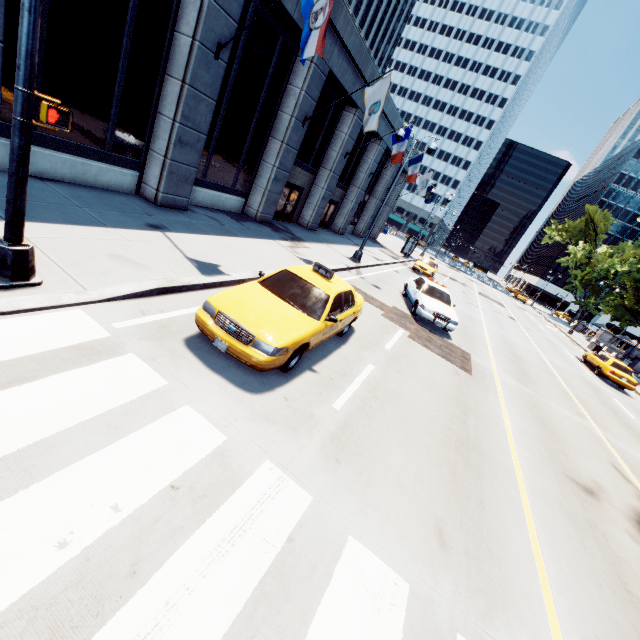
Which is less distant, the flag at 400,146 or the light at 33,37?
the light at 33,37

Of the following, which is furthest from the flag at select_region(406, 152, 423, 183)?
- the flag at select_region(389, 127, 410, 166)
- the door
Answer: the door

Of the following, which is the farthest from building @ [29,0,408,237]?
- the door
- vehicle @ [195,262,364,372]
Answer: vehicle @ [195,262,364,372]

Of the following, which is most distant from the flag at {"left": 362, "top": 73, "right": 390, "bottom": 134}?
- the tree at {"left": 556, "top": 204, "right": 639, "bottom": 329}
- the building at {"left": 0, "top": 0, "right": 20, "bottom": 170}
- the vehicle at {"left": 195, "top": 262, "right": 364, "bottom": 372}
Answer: the tree at {"left": 556, "top": 204, "right": 639, "bottom": 329}

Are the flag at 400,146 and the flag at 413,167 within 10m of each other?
yes

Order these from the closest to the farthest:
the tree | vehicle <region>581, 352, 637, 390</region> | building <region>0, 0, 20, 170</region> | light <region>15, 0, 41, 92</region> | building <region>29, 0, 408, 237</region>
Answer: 1. light <region>15, 0, 41, 92</region>
2. building <region>0, 0, 20, 170</region>
3. building <region>29, 0, 408, 237</region>
4. vehicle <region>581, 352, 637, 390</region>
5. the tree

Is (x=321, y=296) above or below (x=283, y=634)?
above

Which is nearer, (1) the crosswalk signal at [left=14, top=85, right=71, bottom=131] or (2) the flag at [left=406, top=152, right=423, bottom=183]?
(1) the crosswalk signal at [left=14, top=85, right=71, bottom=131]
